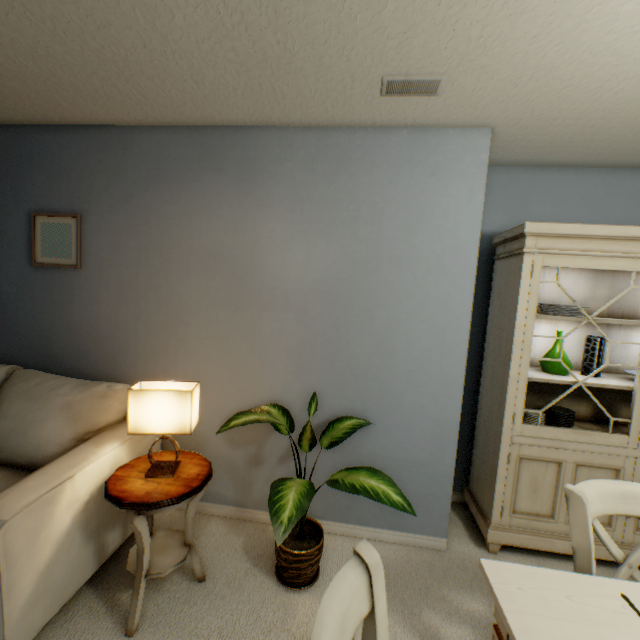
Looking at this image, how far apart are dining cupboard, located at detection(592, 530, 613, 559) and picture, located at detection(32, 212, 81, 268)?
2.72m

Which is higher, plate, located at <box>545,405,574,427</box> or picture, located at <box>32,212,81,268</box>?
picture, located at <box>32,212,81,268</box>

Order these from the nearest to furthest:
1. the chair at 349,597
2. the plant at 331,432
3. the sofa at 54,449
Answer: the chair at 349,597 → the sofa at 54,449 → the plant at 331,432

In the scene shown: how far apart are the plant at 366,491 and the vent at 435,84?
1.8m

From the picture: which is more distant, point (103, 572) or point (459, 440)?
point (459, 440)

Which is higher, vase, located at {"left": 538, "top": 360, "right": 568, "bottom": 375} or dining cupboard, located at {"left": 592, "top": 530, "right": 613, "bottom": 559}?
vase, located at {"left": 538, "top": 360, "right": 568, "bottom": 375}

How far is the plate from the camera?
2.0m

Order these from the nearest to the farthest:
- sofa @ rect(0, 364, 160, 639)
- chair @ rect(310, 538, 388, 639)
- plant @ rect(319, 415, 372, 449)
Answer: chair @ rect(310, 538, 388, 639)
sofa @ rect(0, 364, 160, 639)
plant @ rect(319, 415, 372, 449)
